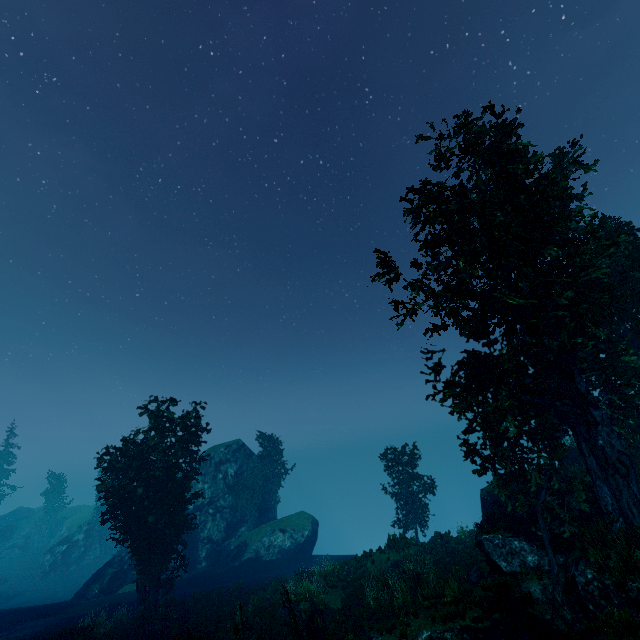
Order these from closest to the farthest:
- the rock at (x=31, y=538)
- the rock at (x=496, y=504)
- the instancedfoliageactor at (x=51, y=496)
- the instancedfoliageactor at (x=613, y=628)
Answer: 1. the instancedfoliageactor at (x=613, y=628)
2. the rock at (x=496, y=504)
3. the rock at (x=31, y=538)
4. the instancedfoliageactor at (x=51, y=496)

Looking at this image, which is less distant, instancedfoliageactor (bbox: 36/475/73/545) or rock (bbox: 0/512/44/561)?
rock (bbox: 0/512/44/561)

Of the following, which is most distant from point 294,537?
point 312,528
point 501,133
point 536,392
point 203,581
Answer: Answer: point 501,133

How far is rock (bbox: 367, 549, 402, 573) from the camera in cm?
2131

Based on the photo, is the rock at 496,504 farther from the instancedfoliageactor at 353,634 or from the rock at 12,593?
the rock at 12,593

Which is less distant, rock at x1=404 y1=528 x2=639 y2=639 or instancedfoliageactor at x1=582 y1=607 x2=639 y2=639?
instancedfoliageactor at x1=582 y1=607 x2=639 y2=639

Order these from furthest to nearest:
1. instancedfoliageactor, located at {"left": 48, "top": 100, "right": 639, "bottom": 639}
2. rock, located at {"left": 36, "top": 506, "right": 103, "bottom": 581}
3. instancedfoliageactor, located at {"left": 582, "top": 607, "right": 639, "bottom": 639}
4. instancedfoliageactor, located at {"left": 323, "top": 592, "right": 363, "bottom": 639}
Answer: rock, located at {"left": 36, "top": 506, "right": 103, "bottom": 581} < instancedfoliageactor, located at {"left": 323, "top": 592, "right": 363, "bottom": 639} < instancedfoliageactor, located at {"left": 48, "top": 100, "right": 639, "bottom": 639} < instancedfoliageactor, located at {"left": 582, "top": 607, "right": 639, "bottom": 639}
